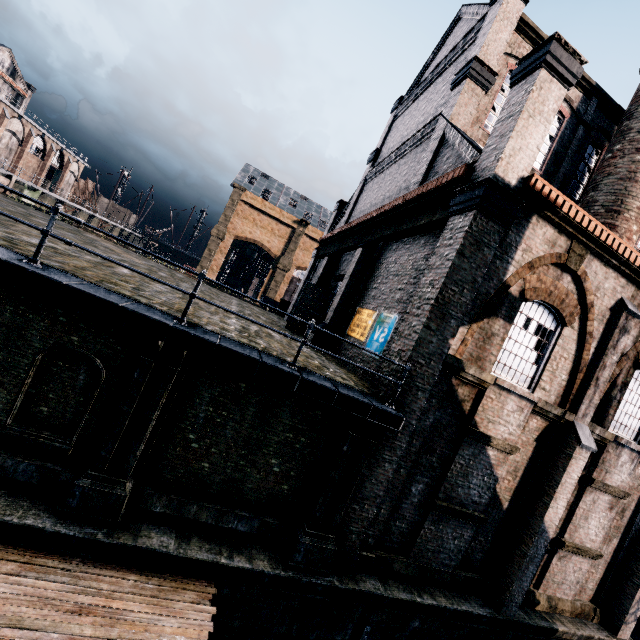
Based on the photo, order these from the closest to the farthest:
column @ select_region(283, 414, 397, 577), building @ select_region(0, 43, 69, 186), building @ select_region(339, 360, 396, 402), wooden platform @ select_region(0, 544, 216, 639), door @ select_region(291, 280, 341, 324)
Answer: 1. wooden platform @ select_region(0, 544, 216, 639)
2. column @ select_region(283, 414, 397, 577)
3. building @ select_region(339, 360, 396, 402)
4. door @ select_region(291, 280, 341, 324)
5. building @ select_region(0, 43, 69, 186)

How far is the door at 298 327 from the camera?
19.38m

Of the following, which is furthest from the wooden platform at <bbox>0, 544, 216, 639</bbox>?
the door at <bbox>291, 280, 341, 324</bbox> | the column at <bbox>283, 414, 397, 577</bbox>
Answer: the door at <bbox>291, 280, 341, 324</bbox>

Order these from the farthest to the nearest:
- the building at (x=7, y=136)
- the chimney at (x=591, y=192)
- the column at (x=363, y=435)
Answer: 1. the building at (x=7, y=136)
2. the chimney at (x=591, y=192)
3. the column at (x=363, y=435)

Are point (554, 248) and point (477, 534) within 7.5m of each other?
no

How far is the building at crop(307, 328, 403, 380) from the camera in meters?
9.5

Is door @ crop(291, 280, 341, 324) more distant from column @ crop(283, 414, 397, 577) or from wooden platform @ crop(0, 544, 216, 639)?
wooden platform @ crop(0, 544, 216, 639)
